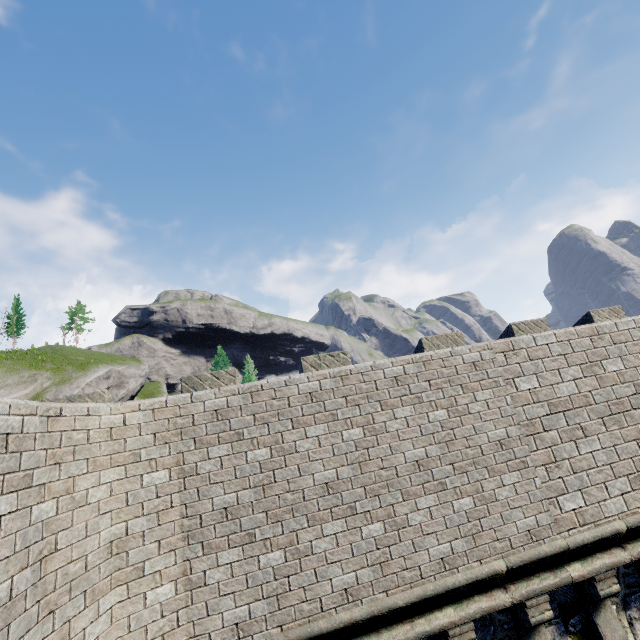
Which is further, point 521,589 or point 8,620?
point 521,589
